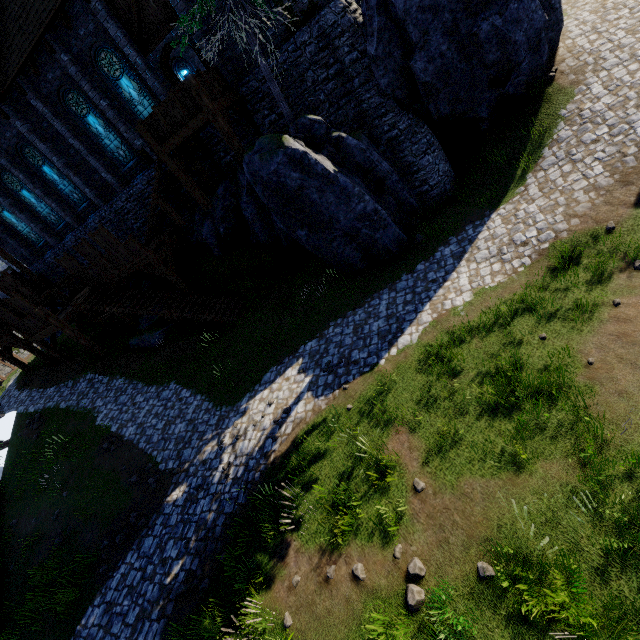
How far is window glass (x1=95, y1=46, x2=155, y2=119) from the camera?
14.2 meters

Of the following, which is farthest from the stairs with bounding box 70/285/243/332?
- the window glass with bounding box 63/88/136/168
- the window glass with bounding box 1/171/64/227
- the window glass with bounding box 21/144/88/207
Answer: the window glass with bounding box 63/88/136/168

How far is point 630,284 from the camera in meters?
7.3 m

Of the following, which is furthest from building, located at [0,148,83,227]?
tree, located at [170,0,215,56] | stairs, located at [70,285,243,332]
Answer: stairs, located at [70,285,243,332]

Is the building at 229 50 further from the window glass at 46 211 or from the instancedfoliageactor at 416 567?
the instancedfoliageactor at 416 567

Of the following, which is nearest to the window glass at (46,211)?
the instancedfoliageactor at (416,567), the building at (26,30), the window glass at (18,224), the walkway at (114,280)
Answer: the building at (26,30)

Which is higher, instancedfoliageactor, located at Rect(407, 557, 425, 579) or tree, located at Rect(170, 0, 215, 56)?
tree, located at Rect(170, 0, 215, 56)

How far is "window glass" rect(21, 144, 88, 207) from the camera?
18.0 meters
